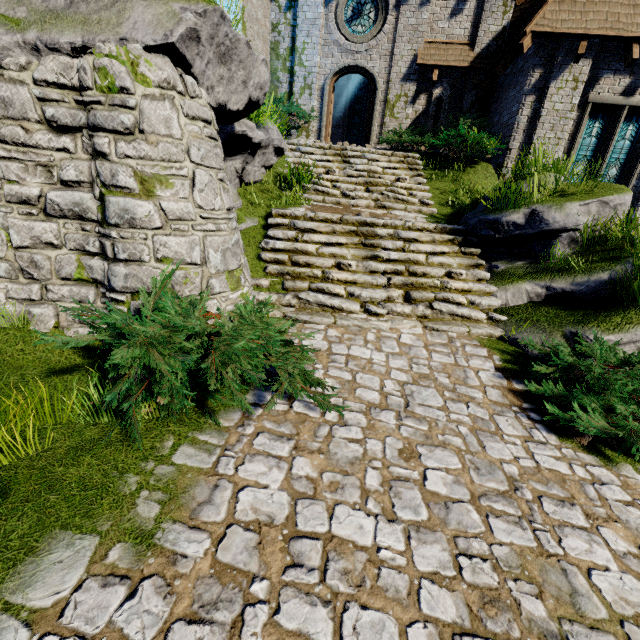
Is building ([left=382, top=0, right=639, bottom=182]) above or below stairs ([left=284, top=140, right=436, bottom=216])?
above

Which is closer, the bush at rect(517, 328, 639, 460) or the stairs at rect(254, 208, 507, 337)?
the bush at rect(517, 328, 639, 460)

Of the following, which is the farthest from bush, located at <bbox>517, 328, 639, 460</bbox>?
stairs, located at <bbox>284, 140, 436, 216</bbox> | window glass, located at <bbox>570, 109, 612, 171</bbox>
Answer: window glass, located at <bbox>570, 109, 612, 171</bbox>

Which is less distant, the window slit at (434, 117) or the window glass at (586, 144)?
the window glass at (586, 144)

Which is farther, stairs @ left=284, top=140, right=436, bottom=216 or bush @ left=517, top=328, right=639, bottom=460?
stairs @ left=284, top=140, right=436, bottom=216

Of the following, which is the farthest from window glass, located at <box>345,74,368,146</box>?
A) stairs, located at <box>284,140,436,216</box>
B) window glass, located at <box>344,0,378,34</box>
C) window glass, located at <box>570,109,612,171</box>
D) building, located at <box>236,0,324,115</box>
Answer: window glass, located at <box>570,109,612,171</box>

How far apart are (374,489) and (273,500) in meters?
0.9 m

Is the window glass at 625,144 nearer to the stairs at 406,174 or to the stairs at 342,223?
the stairs at 406,174
